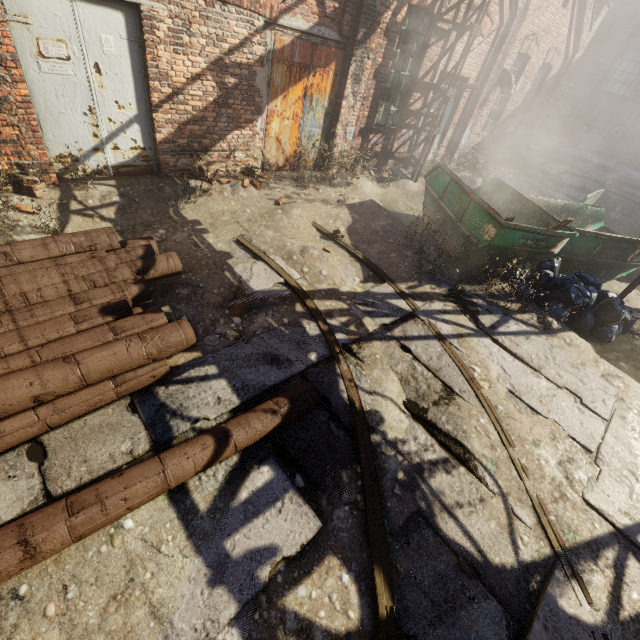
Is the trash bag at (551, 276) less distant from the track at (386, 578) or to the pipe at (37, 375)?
the track at (386, 578)

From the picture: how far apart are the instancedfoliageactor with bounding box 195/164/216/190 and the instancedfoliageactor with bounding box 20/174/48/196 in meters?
2.2

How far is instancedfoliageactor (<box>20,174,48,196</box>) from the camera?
4.8 meters

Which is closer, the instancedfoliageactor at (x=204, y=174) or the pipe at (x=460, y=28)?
the instancedfoliageactor at (x=204, y=174)

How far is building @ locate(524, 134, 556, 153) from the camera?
19.9m

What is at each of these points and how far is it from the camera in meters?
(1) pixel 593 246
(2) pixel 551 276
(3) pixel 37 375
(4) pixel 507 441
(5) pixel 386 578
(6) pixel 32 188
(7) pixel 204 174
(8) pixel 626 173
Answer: (1) container, 7.2 m
(2) trash bag, 6.6 m
(3) pipe, 2.6 m
(4) track, 3.9 m
(5) track, 2.6 m
(6) instancedfoliageactor, 4.9 m
(7) instancedfoliageactor, 6.7 m
(8) building, 17.9 m

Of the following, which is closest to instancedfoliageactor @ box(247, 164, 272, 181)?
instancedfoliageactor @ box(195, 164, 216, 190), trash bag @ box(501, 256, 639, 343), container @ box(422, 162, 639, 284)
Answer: instancedfoliageactor @ box(195, 164, 216, 190)

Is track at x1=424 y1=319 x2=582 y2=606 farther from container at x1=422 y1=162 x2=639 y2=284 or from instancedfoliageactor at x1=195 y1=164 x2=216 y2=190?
instancedfoliageactor at x1=195 y1=164 x2=216 y2=190
